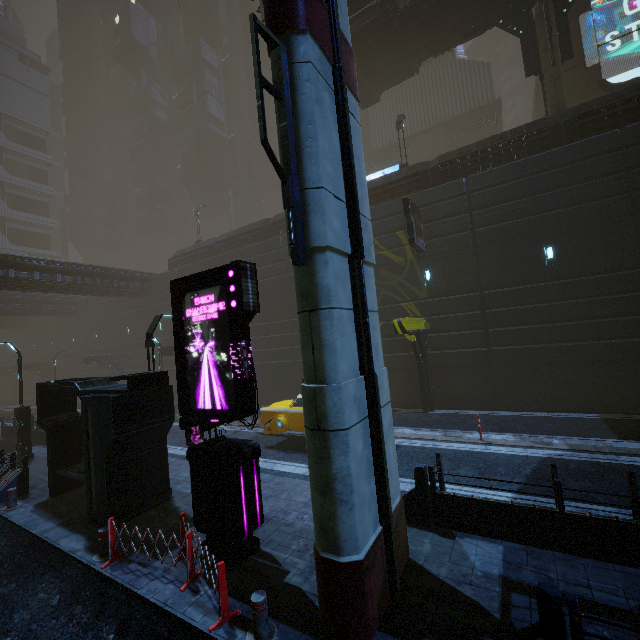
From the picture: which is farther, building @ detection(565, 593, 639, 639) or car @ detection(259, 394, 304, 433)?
car @ detection(259, 394, 304, 433)

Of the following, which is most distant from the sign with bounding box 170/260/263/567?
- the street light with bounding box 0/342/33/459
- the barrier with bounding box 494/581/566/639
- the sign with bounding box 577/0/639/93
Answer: the sign with bounding box 577/0/639/93

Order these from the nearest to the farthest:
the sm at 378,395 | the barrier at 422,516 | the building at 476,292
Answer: the sm at 378,395, the barrier at 422,516, the building at 476,292

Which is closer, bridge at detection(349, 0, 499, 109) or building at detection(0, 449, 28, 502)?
building at detection(0, 449, 28, 502)

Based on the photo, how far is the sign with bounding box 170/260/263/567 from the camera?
6.5 meters

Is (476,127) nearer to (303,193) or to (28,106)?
(303,193)

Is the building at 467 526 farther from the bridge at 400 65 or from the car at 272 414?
the bridge at 400 65

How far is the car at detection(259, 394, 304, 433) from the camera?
12.76m
